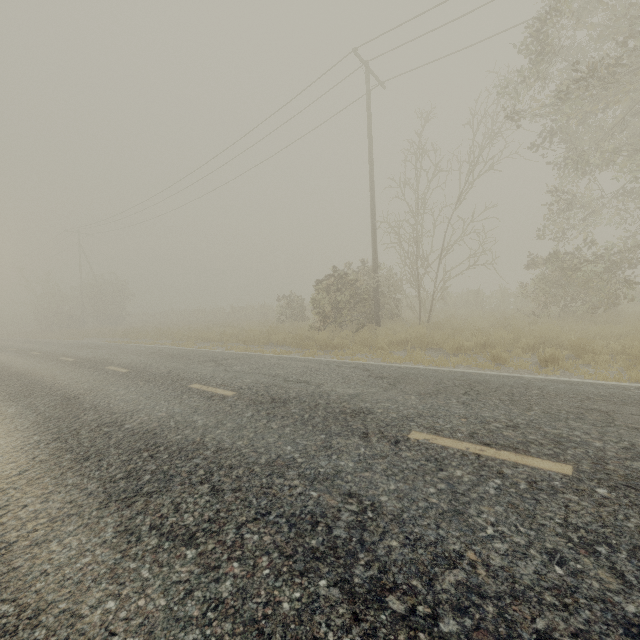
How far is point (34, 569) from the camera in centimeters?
234cm
